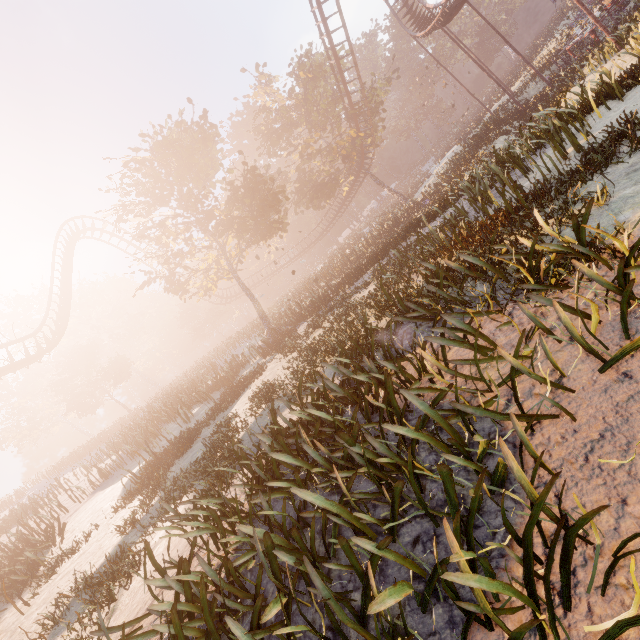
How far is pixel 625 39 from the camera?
12.16m

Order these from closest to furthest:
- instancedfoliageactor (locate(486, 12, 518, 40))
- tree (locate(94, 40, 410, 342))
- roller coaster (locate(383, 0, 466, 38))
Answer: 1. tree (locate(94, 40, 410, 342))
2. roller coaster (locate(383, 0, 466, 38))
3. instancedfoliageactor (locate(486, 12, 518, 40))

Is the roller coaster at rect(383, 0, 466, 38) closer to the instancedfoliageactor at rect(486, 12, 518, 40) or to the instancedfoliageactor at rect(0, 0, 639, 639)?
the instancedfoliageactor at rect(0, 0, 639, 639)

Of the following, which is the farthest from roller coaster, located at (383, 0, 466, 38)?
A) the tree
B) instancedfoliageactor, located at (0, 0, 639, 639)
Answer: instancedfoliageactor, located at (0, 0, 639, 639)

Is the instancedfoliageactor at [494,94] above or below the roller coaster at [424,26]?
below

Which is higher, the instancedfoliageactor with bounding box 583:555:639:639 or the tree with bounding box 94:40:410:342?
the tree with bounding box 94:40:410:342

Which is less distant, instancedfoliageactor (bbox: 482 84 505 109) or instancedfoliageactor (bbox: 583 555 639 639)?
instancedfoliageactor (bbox: 583 555 639 639)

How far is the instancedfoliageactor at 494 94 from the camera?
38.8m
